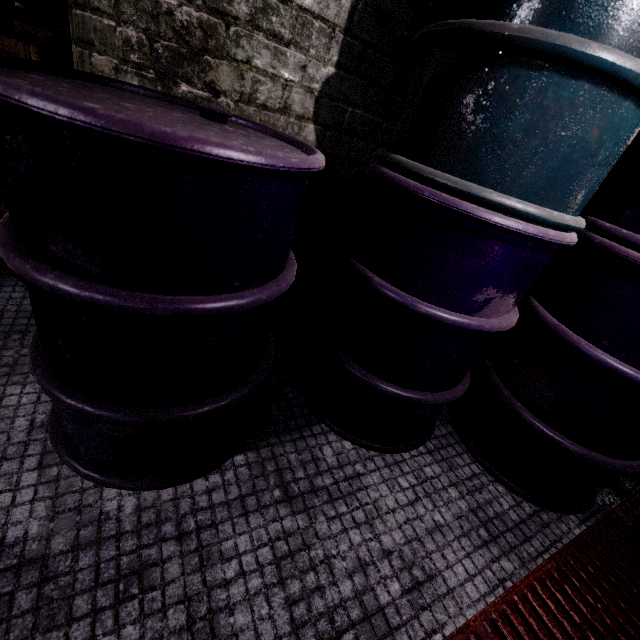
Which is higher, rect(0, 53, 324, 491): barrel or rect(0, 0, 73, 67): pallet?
rect(0, 0, 73, 67): pallet

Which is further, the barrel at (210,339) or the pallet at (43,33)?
the pallet at (43,33)

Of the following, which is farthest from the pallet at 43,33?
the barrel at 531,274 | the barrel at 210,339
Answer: the barrel at 531,274

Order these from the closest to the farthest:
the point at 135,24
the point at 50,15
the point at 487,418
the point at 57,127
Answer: the point at 57,127 → the point at 135,24 → the point at 487,418 → the point at 50,15

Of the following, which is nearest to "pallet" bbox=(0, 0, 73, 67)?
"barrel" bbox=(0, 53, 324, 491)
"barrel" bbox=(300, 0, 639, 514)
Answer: "barrel" bbox=(0, 53, 324, 491)

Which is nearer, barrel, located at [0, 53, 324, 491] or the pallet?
barrel, located at [0, 53, 324, 491]

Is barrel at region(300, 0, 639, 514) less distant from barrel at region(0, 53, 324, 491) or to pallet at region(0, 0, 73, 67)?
barrel at region(0, 53, 324, 491)
